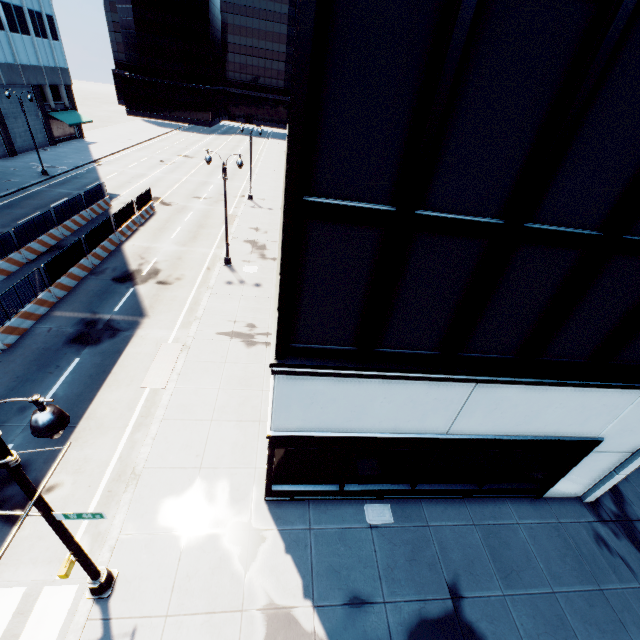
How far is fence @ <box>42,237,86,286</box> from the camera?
17.2m

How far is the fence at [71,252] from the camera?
17.20m

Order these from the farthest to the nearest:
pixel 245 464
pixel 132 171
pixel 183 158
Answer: pixel 183 158 < pixel 132 171 < pixel 245 464

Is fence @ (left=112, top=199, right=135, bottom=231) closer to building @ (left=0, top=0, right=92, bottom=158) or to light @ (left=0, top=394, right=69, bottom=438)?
light @ (left=0, top=394, right=69, bottom=438)

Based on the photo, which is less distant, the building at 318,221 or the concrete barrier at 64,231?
the building at 318,221

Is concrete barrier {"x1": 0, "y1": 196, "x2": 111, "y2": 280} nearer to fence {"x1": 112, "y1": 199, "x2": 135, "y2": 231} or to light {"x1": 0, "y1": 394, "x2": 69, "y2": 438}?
fence {"x1": 112, "y1": 199, "x2": 135, "y2": 231}

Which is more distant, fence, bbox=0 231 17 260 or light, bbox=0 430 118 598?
fence, bbox=0 231 17 260

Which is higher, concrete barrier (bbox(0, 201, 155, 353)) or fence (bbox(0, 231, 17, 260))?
fence (bbox(0, 231, 17, 260))
